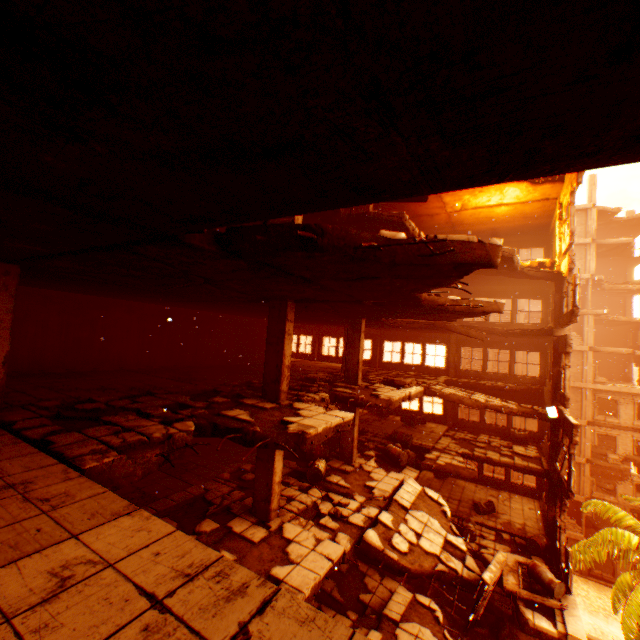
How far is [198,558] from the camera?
2.4m

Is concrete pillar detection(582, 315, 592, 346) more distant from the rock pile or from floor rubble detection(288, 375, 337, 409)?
floor rubble detection(288, 375, 337, 409)

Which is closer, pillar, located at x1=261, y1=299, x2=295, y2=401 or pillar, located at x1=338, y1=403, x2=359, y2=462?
pillar, located at x1=261, y1=299, x2=295, y2=401

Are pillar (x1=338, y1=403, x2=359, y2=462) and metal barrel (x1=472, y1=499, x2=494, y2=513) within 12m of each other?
yes

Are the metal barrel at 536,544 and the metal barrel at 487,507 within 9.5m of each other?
yes

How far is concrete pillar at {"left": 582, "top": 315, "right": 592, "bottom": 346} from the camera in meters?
27.2

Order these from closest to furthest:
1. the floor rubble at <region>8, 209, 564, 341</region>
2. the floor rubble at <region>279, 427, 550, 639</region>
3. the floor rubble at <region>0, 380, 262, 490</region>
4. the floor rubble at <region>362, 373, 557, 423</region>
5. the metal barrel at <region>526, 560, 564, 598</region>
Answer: the floor rubble at <region>8, 209, 564, 341</region> < the floor rubble at <region>0, 380, 262, 490</region> < the floor rubble at <region>279, 427, 550, 639</region> < the metal barrel at <region>526, 560, 564, 598</region> < the floor rubble at <region>362, 373, 557, 423</region>

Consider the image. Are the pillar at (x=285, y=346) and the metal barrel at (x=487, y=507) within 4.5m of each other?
no
